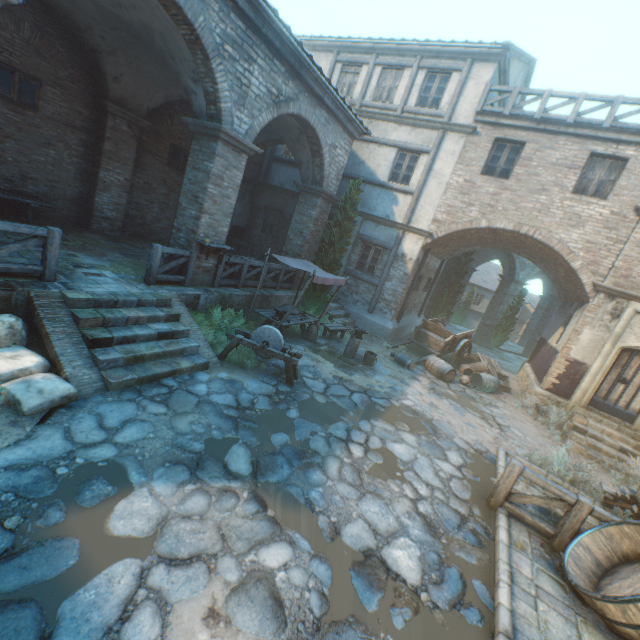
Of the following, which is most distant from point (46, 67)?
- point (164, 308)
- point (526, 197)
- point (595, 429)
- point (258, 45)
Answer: point (595, 429)

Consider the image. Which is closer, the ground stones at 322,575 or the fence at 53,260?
the ground stones at 322,575

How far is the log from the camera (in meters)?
10.38

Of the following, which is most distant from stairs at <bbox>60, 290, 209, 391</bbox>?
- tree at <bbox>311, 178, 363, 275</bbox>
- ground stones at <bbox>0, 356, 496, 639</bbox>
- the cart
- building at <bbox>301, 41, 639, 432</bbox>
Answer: the cart

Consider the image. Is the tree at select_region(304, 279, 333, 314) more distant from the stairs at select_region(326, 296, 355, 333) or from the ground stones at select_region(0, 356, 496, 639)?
the ground stones at select_region(0, 356, 496, 639)

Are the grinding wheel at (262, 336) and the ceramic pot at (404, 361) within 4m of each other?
no

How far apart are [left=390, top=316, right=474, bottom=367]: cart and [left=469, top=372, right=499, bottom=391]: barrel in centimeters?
133cm

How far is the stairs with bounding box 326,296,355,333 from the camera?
13.32m
